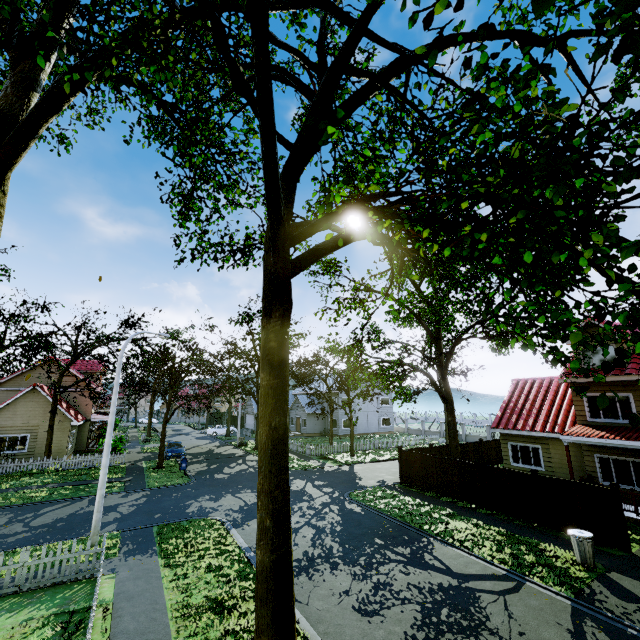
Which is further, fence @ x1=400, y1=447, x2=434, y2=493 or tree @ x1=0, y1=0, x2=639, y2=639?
fence @ x1=400, y1=447, x2=434, y2=493

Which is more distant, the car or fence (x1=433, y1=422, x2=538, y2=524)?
the car

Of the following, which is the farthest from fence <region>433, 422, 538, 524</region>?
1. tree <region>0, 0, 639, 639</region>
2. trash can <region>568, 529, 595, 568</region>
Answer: trash can <region>568, 529, 595, 568</region>

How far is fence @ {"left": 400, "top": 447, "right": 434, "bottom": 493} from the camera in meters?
19.1

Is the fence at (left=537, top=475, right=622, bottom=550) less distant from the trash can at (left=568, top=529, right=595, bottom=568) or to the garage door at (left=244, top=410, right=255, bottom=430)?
the trash can at (left=568, top=529, right=595, bottom=568)

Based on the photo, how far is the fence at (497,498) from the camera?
14.5 meters

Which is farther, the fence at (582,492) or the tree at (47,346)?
the tree at (47,346)

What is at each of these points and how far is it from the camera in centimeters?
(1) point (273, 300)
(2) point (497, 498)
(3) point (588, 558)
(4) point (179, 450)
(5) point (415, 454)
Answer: (1) tree, 630cm
(2) fence, 1551cm
(3) trash can, 1041cm
(4) car, 2989cm
(5) fence, 2019cm
